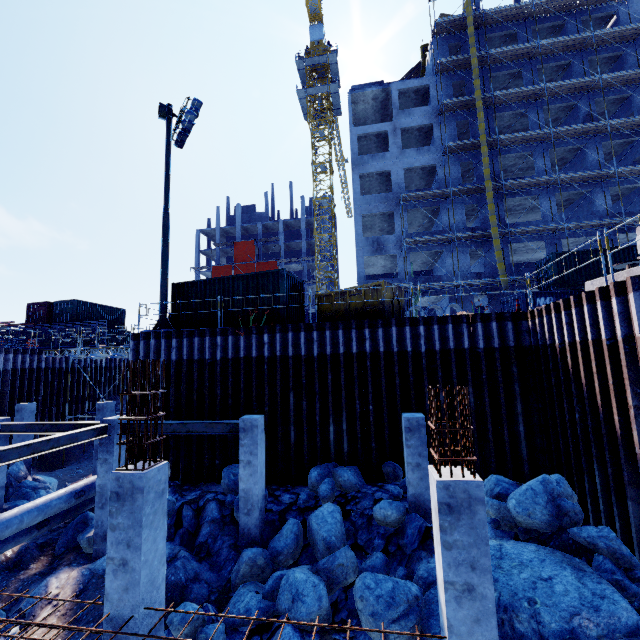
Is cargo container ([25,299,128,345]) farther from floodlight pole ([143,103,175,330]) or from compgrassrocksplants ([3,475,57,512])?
floodlight pole ([143,103,175,330])

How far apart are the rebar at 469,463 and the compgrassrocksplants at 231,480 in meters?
7.6

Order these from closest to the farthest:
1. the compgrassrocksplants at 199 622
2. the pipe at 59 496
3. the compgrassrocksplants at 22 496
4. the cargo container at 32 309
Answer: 1. the compgrassrocksplants at 199 622
2. the pipe at 59 496
3. the compgrassrocksplants at 22 496
4. the cargo container at 32 309

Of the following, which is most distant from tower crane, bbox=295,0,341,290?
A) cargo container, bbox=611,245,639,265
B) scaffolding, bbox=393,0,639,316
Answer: cargo container, bbox=611,245,639,265

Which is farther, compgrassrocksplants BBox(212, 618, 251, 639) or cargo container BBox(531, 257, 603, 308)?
cargo container BBox(531, 257, 603, 308)

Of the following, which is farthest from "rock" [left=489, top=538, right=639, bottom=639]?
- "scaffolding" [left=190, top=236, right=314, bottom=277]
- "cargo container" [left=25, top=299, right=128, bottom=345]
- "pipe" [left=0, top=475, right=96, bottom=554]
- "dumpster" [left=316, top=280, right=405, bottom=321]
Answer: "cargo container" [left=25, top=299, right=128, bottom=345]

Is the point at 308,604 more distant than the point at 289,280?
No

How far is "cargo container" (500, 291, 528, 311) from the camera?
20.9m
